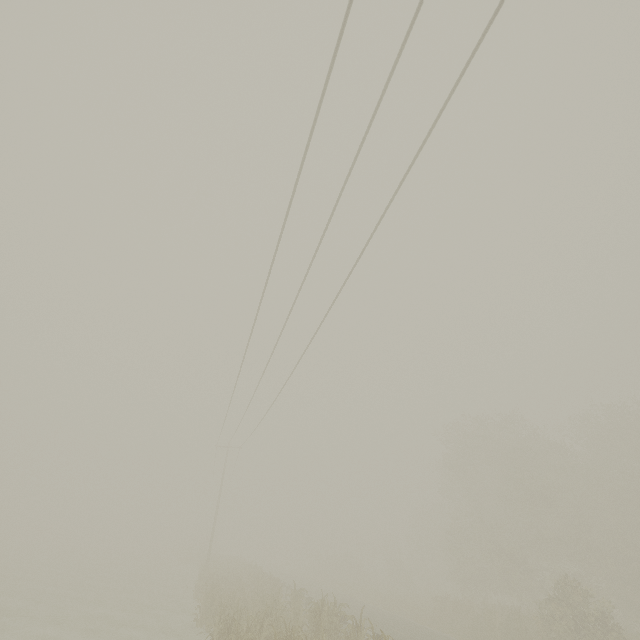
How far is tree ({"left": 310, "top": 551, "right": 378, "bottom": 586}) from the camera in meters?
45.5 m

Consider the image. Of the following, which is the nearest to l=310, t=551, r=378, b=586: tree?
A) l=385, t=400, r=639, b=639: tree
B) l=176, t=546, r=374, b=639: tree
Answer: l=385, t=400, r=639, b=639: tree

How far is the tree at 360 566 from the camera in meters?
45.5 m

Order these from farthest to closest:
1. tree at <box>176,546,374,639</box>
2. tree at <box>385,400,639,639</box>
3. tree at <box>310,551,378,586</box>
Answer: tree at <box>310,551,378,586</box>, tree at <box>385,400,639,639</box>, tree at <box>176,546,374,639</box>

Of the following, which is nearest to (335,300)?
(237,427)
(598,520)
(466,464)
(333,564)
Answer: (237,427)

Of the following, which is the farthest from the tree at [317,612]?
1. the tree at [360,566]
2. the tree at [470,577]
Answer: the tree at [470,577]

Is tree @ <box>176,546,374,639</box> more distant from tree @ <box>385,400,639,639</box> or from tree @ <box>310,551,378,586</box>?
tree @ <box>385,400,639,639</box>
